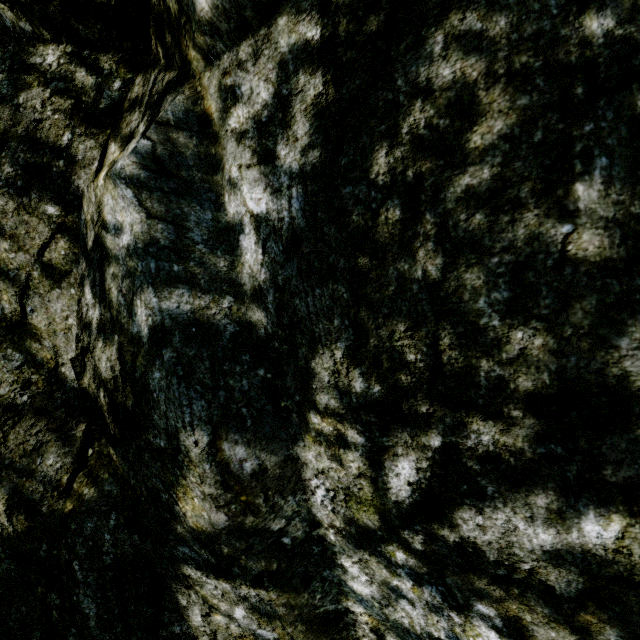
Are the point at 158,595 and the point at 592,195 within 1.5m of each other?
no
